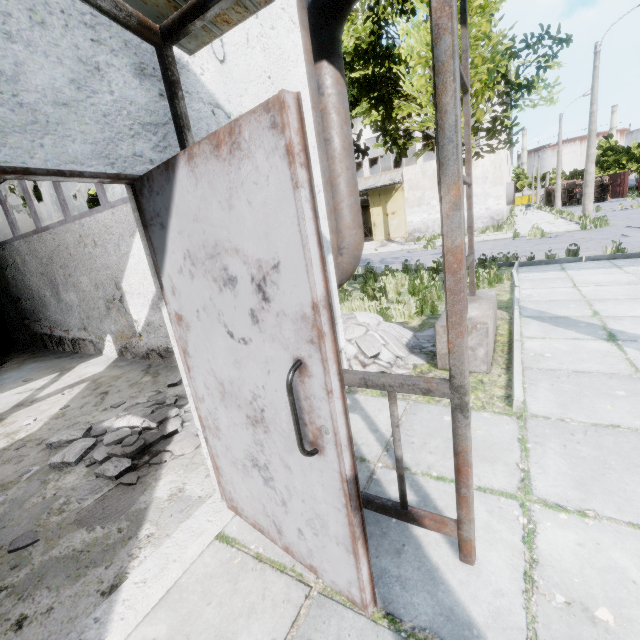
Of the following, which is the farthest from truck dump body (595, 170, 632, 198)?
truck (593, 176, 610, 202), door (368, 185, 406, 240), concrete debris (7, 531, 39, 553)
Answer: concrete debris (7, 531, 39, 553)

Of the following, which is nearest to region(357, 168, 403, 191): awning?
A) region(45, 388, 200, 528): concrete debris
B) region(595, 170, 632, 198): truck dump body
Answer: region(45, 388, 200, 528): concrete debris

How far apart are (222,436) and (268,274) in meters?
1.2 m

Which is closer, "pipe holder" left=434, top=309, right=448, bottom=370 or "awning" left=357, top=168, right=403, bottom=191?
"pipe holder" left=434, top=309, right=448, bottom=370

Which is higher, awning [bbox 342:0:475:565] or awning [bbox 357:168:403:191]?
awning [bbox 357:168:403:191]

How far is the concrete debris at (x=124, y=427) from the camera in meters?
2.5

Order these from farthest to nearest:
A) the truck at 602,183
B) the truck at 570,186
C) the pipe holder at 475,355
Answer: the truck at 570,186
the truck at 602,183
the pipe holder at 475,355

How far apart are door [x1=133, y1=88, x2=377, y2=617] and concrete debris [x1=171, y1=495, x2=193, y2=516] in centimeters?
30cm
